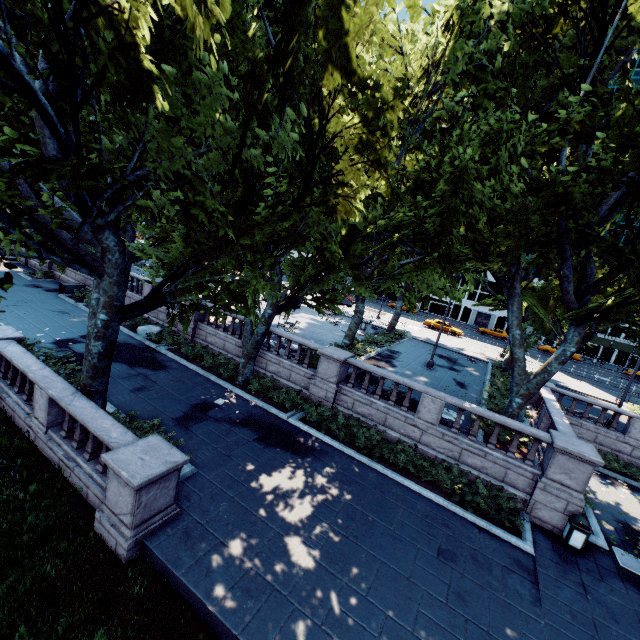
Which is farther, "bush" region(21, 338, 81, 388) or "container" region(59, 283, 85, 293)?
"container" region(59, 283, 85, 293)

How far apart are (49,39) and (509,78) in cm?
1498

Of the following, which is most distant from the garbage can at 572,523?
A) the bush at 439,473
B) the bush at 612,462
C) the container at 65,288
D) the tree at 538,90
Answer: the container at 65,288

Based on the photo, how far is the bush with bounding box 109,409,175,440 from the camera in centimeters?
1084cm

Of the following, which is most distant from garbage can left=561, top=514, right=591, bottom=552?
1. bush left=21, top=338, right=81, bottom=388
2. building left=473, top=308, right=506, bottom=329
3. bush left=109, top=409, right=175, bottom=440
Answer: building left=473, top=308, right=506, bottom=329

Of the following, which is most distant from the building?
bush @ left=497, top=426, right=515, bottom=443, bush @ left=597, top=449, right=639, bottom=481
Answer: bush @ left=497, top=426, right=515, bottom=443

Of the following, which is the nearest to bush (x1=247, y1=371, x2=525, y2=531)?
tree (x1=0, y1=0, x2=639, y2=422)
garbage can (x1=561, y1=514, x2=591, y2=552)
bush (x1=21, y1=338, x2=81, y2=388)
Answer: garbage can (x1=561, y1=514, x2=591, y2=552)

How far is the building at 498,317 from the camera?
58.7 meters
